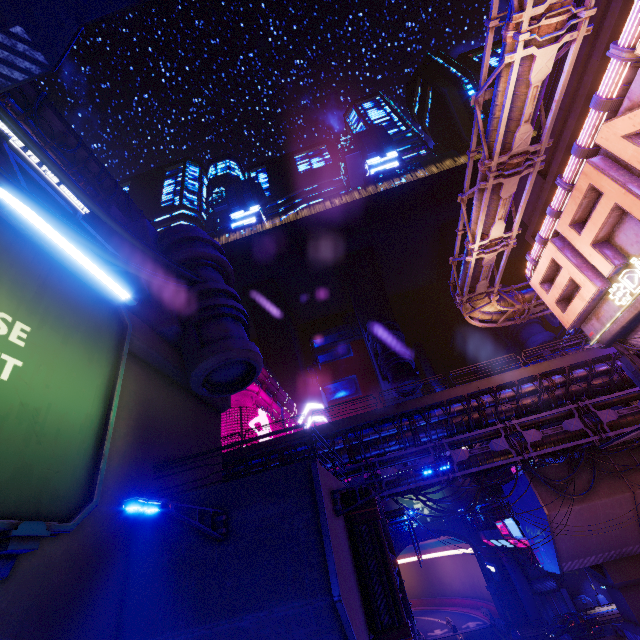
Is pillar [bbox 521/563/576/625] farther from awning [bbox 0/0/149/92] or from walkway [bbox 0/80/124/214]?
awning [bbox 0/0/149/92]

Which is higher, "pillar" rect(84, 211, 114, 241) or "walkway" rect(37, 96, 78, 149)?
"walkway" rect(37, 96, 78, 149)

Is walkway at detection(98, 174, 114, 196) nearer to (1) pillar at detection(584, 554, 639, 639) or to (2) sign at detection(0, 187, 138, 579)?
(1) pillar at detection(584, 554, 639, 639)

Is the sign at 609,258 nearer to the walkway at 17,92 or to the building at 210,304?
the walkway at 17,92

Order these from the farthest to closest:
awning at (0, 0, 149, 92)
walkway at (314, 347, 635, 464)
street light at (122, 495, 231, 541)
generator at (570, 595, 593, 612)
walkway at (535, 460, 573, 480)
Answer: generator at (570, 595, 593, 612) < walkway at (535, 460, 573, 480) < walkway at (314, 347, 635, 464) < street light at (122, 495, 231, 541) < awning at (0, 0, 149, 92)

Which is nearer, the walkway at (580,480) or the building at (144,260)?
the building at (144,260)

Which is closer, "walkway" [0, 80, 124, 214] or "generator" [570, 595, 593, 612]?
"walkway" [0, 80, 124, 214]

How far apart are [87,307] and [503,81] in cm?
1610
